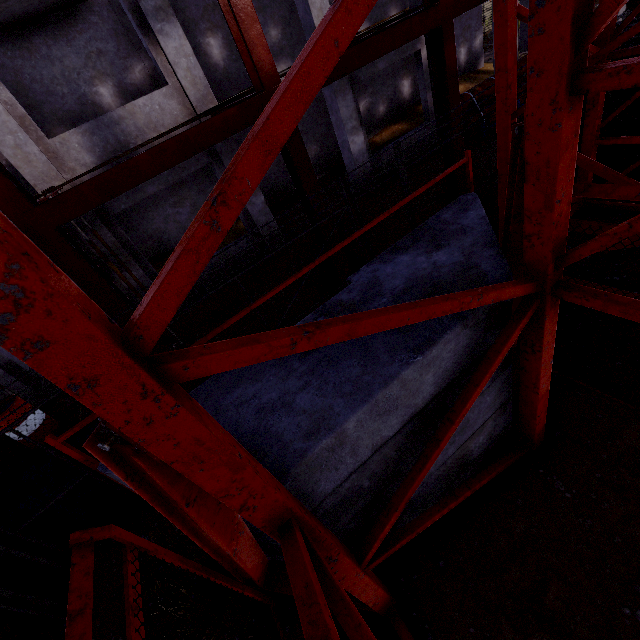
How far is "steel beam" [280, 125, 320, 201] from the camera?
5.6m

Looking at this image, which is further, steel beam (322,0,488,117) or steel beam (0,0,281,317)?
steel beam (322,0,488,117)

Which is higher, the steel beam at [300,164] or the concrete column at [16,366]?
the steel beam at [300,164]

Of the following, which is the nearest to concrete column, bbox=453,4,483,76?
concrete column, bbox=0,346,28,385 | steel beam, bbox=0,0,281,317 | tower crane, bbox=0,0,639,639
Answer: concrete column, bbox=0,346,28,385

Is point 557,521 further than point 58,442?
Yes

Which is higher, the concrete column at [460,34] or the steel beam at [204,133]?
the steel beam at [204,133]

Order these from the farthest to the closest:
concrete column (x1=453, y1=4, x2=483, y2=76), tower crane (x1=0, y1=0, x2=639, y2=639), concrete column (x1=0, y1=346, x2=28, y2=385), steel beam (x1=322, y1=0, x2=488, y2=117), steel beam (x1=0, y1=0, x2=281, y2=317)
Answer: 1. concrete column (x1=453, y1=4, x2=483, y2=76)
2. concrete column (x1=0, y1=346, x2=28, y2=385)
3. steel beam (x1=322, y1=0, x2=488, y2=117)
4. steel beam (x1=0, y1=0, x2=281, y2=317)
5. tower crane (x1=0, y1=0, x2=639, y2=639)
